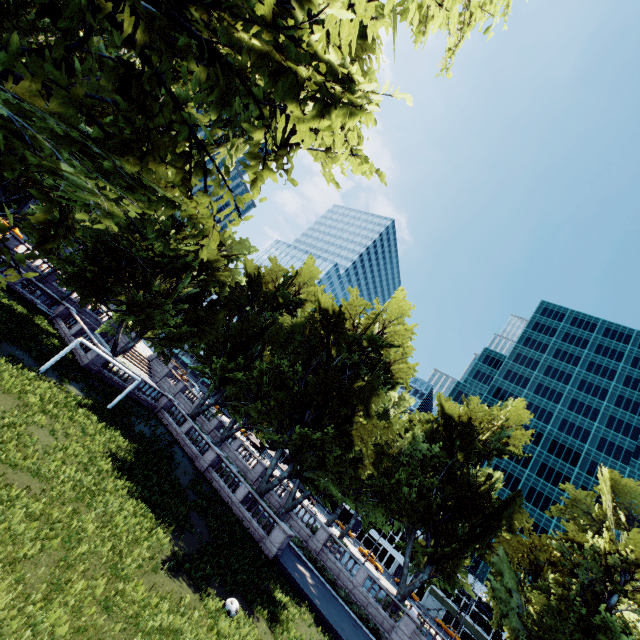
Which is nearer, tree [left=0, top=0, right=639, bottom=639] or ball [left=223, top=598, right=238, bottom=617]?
tree [left=0, top=0, right=639, bottom=639]

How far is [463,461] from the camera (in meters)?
33.94

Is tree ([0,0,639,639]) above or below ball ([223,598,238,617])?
above

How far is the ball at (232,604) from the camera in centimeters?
1368cm

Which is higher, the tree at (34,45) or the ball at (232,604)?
the tree at (34,45)

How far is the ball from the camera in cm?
1368
